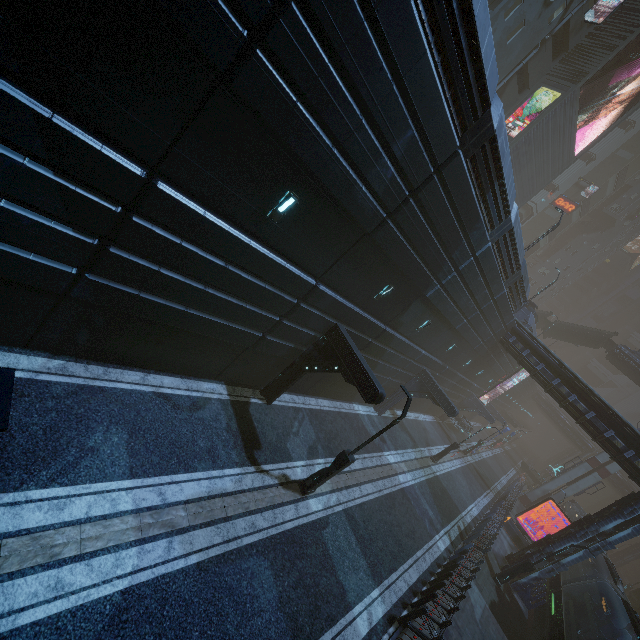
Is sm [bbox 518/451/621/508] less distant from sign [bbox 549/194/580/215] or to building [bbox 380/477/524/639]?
building [bbox 380/477/524/639]

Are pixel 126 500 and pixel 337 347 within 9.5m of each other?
yes

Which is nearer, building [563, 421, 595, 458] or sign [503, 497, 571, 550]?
sign [503, 497, 571, 550]

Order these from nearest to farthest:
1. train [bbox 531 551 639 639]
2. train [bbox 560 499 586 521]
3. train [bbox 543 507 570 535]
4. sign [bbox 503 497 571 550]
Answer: train [bbox 531 551 639 639] < sign [bbox 503 497 571 550] < train [bbox 543 507 570 535] < train [bbox 560 499 586 521]

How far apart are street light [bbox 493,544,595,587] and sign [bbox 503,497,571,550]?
9.56m

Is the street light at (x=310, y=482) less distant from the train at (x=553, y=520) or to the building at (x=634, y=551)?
the building at (x=634, y=551)

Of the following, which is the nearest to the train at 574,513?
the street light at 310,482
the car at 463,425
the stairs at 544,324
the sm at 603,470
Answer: the sm at 603,470

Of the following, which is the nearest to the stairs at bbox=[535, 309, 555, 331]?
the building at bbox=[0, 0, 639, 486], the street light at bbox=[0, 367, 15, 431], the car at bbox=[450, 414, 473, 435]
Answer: the building at bbox=[0, 0, 639, 486]
